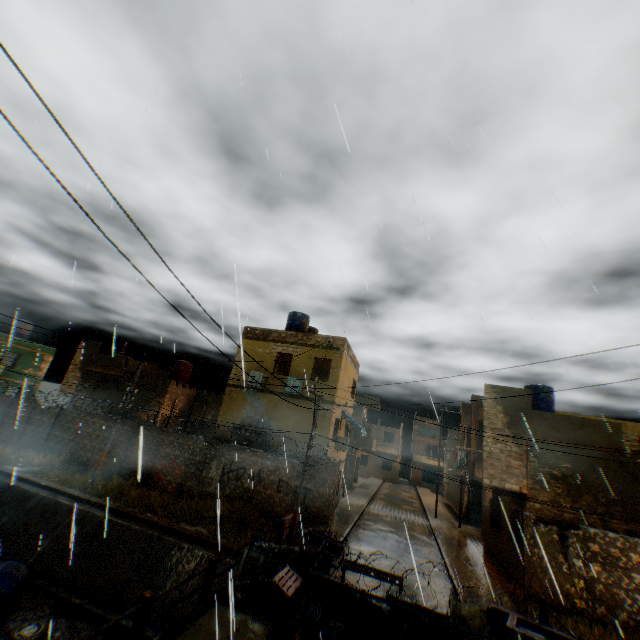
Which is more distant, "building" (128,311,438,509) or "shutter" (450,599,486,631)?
"building" (128,311,438,509)

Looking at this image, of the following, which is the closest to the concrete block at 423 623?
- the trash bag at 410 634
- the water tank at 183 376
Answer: the trash bag at 410 634

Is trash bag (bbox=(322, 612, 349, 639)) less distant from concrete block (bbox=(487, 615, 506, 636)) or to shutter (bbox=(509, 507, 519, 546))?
concrete block (bbox=(487, 615, 506, 636))

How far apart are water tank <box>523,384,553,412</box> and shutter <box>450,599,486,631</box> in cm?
1572

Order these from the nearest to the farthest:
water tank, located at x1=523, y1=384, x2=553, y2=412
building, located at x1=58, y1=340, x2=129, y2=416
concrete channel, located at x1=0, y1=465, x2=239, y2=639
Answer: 1. concrete channel, located at x1=0, y1=465, x2=239, y2=639
2. water tank, located at x1=523, y1=384, x2=553, y2=412
3. building, located at x1=58, y1=340, x2=129, y2=416

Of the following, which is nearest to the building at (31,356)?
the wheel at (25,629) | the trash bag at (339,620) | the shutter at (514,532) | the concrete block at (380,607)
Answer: the shutter at (514,532)

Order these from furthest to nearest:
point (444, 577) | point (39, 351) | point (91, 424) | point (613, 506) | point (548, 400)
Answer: point (39, 351)
point (548, 400)
point (91, 424)
point (613, 506)
point (444, 577)

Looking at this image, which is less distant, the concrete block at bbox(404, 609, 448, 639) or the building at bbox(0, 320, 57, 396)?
the concrete block at bbox(404, 609, 448, 639)
